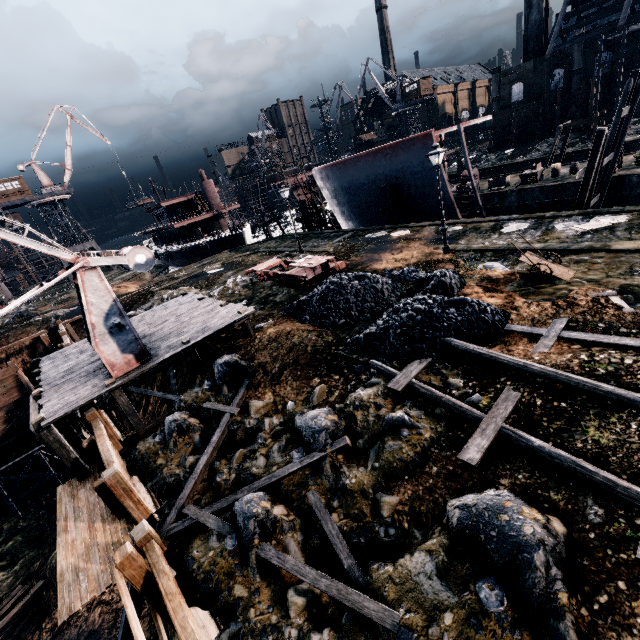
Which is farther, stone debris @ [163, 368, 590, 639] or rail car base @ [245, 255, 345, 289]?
rail car base @ [245, 255, 345, 289]

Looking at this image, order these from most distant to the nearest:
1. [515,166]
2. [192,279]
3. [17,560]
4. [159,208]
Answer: [159,208] → [515,166] → [192,279] → [17,560]

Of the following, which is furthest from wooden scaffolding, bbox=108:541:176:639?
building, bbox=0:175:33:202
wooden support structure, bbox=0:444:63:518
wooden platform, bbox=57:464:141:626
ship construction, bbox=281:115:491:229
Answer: building, bbox=0:175:33:202

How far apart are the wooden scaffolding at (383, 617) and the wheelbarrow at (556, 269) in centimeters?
1251cm

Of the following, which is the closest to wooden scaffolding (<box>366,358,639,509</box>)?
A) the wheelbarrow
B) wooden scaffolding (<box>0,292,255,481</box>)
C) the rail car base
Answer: the wheelbarrow

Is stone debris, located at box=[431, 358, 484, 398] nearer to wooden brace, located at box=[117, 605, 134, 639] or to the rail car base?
wooden brace, located at box=[117, 605, 134, 639]

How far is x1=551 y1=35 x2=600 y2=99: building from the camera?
49.8m

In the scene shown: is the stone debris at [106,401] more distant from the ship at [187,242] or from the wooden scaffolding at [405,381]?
the ship at [187,242]
